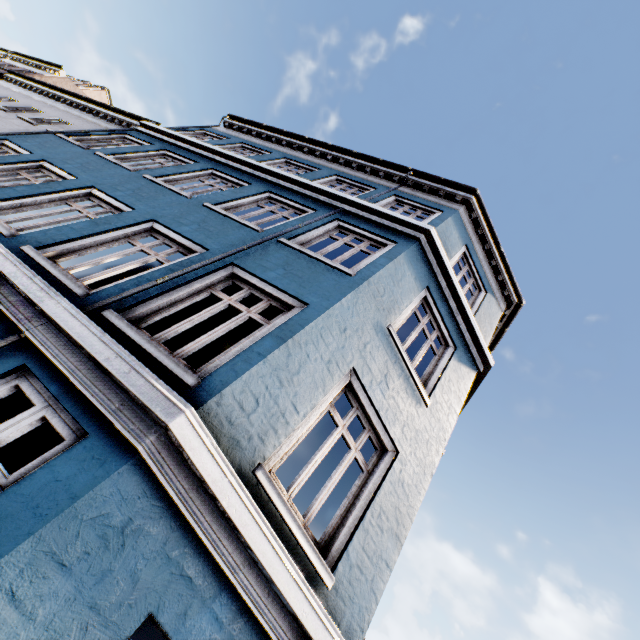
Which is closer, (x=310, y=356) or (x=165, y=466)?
(x=165, y=466)
